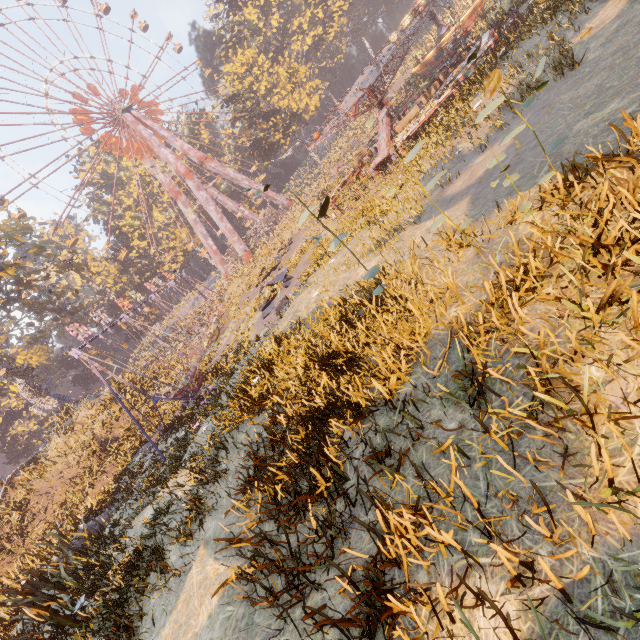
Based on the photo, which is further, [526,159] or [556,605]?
[526,159]

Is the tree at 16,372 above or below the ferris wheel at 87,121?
below

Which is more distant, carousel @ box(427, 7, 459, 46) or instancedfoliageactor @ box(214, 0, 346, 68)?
instancedfoliageactor @ box(214, 0, 346, 68)

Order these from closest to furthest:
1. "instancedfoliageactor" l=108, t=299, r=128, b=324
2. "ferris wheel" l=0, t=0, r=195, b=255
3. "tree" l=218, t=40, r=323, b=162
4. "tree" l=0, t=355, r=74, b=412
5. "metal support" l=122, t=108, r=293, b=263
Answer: "tree" l=0, t=355, r=74, b=412
"ferris wheel" l=0, t=0, r=195, b=255
"tree" l=218, t=40, r=323, b=162
"metal support" l=122, t=108, r=293, b=263
"instancedfoliageactor" l=108, t=299, r=128, b=324

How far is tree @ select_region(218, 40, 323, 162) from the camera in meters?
42.1 m

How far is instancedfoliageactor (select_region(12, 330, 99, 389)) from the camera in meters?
44.9

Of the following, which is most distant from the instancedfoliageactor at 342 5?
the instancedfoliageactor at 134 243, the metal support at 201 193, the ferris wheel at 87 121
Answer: the instancedfoliageactor at 134 243
